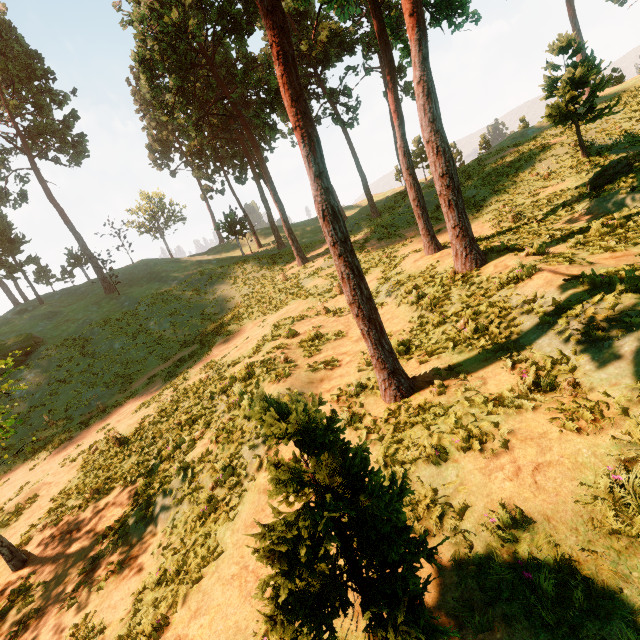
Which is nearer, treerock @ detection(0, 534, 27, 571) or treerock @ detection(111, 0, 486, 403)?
treerock @ detection(111, 0, 486, 403)

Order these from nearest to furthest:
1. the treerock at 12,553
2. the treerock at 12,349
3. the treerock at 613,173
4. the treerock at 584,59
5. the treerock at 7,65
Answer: the treerock at 12,553, the treerock at 12,349, the treerock at 613,173, the treerock at 584,59, the treerock at 7,65

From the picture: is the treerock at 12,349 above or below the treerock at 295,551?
above

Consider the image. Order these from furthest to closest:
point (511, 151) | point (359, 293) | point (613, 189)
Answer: point (511, 151) → point (613, 189) → point (359, 293)

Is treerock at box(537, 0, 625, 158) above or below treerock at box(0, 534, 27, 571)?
above
